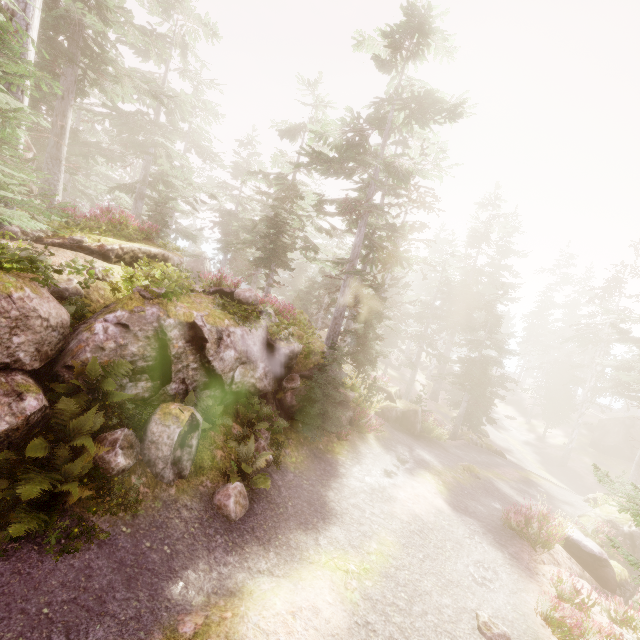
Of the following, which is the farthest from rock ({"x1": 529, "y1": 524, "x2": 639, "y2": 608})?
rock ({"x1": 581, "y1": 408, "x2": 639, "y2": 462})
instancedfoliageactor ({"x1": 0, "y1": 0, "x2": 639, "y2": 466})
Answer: rock ({"x1": 581, "y1": 408, "x2": 639, "y2": 462})

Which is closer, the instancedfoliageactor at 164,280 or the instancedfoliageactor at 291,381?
the instancedfoliageactor at 164,280

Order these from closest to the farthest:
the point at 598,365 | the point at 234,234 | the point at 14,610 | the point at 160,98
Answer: the point at 14,610
the point at 160,98
the point at 598,365
the point at 234,234

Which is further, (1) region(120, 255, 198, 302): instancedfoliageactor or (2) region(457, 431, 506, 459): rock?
(2) region(457, 431, 506, 459): rock

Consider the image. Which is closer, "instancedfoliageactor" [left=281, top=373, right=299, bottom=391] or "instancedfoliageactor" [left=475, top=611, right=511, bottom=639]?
"instancedfoliageactor" [left=475, top=611, right=511, bottom=639]

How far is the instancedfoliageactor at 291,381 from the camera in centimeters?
1172cm

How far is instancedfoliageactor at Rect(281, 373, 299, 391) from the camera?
11.72m
